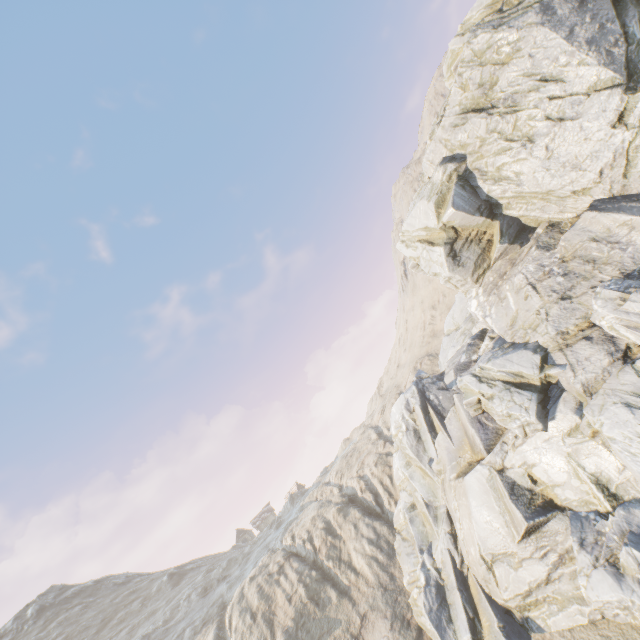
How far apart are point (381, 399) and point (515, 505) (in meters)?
42.80
